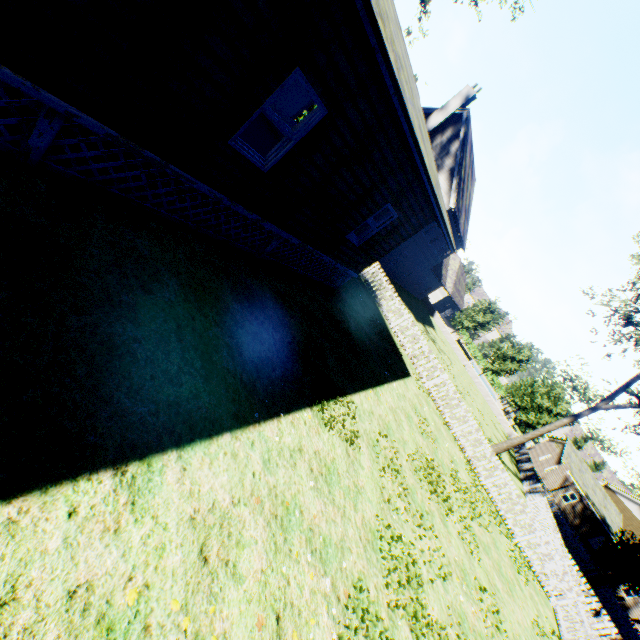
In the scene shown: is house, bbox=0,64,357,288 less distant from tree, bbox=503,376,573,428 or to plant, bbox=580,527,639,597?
tree, bbox=503,376,573,428

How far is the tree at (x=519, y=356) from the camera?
39.50m

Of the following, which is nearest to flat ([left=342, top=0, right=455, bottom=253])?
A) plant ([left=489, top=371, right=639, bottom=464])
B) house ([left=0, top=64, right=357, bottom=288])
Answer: house ([left=0, top=64, right=357, bottom=288])

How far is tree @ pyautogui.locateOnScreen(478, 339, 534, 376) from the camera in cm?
3950

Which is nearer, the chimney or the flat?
the flat

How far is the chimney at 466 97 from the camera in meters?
22.3

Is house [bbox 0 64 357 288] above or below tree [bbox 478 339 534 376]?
below

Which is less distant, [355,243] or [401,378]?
[355,243]
